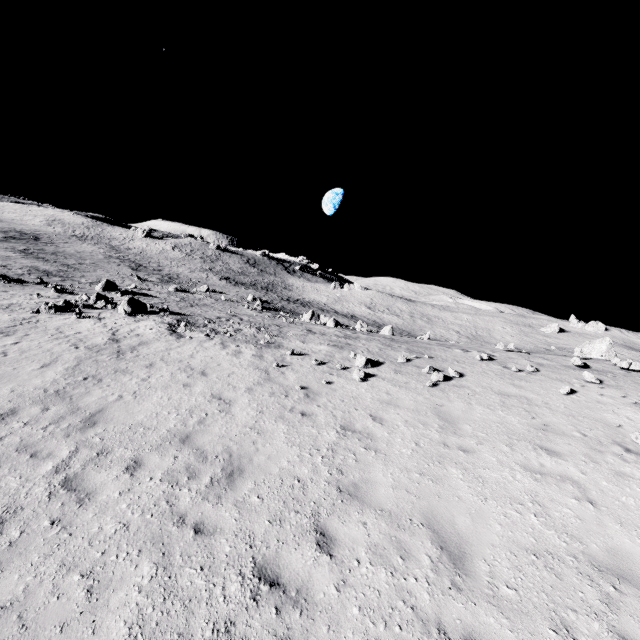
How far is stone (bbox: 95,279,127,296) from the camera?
31.8m

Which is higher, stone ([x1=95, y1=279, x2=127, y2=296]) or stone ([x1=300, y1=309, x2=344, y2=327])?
stone ([x1=300, y1=309, x2=344, y2=327])

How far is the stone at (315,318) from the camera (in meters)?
30.61

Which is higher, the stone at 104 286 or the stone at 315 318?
the stone at 315 318

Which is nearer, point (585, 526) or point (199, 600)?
point (199, 600)

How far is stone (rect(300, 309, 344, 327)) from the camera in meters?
30.6

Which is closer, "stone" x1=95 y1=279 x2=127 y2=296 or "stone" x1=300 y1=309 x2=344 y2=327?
"stone" x1=300 y1=309 x2=344 y2=327
